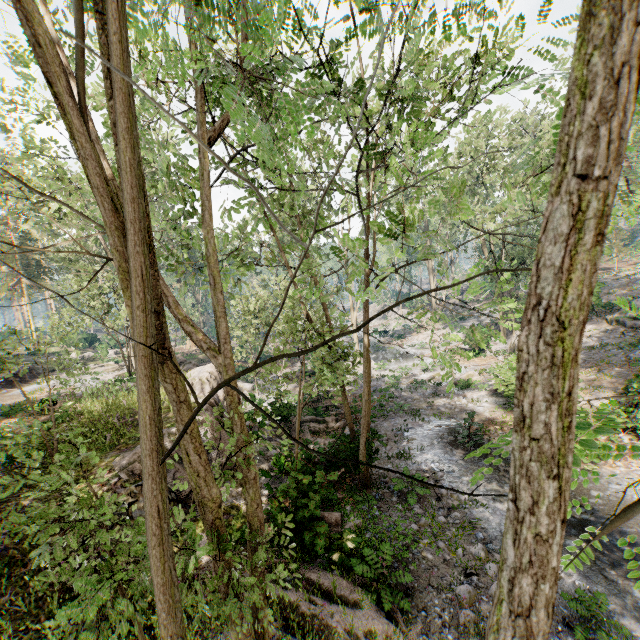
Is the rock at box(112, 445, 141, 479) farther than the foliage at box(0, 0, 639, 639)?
Yes

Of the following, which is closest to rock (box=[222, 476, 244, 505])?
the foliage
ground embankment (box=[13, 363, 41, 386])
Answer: the foliage

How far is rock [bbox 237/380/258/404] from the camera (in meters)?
13.72

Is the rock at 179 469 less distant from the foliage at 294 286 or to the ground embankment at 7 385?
the foliage at 294 286

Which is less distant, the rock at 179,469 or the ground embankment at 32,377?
the rock at 179,469

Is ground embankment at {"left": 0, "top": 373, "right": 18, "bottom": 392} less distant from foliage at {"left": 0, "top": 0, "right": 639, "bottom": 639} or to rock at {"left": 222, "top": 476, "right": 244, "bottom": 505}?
foliage at {"left": 0, "top": 0, "right": 639, "bottom": 639}

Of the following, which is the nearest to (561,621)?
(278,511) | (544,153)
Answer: (278,511)
